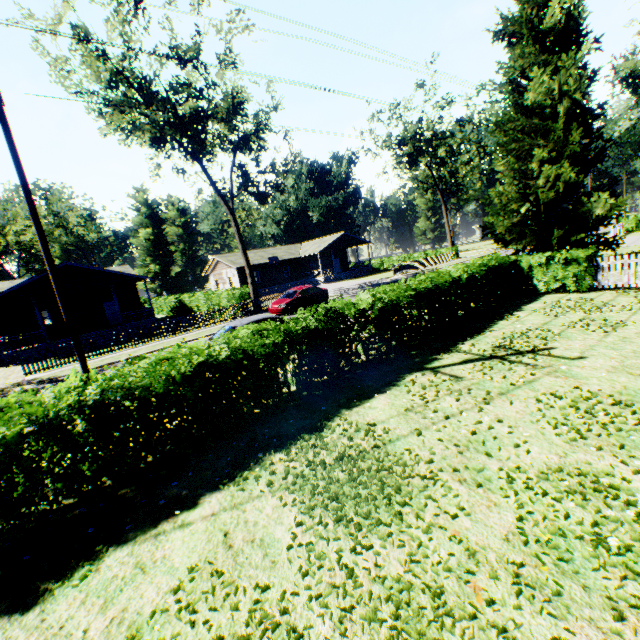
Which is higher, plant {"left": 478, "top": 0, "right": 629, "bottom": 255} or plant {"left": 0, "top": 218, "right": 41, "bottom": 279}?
plant {"left": 0, "top": 218, "right": 41, "bottom": 279}

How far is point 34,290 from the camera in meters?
23.3

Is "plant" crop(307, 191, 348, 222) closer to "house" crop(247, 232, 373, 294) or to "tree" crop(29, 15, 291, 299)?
"tree" crop(29, 15, 291, 299)

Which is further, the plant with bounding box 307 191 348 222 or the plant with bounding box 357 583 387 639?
the plant with bounding box 307 191 348 222

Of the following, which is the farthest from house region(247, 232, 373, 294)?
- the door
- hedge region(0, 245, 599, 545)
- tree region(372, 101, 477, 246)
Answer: hedge region(0, 245, 599, 545)

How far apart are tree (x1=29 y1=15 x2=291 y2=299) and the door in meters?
13.7

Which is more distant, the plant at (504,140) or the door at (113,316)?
the door at (113,316)

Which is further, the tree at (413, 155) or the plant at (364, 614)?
the tree at (413, 155)
